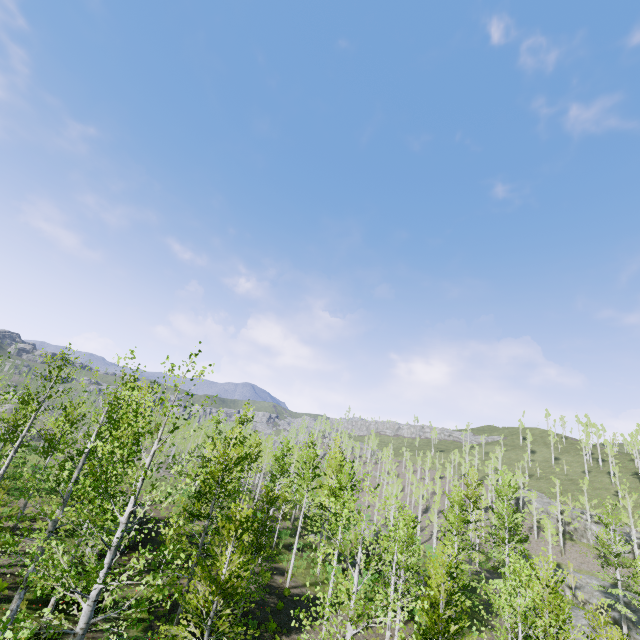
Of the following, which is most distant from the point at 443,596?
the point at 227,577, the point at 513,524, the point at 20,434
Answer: the point at 513,524

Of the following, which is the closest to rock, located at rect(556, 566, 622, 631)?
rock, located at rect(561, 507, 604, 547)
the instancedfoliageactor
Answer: the instancedfoliageactor

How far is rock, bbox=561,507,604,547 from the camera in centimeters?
4825cm

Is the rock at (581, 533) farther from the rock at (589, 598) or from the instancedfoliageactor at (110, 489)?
the instancedfoliageactor at (110, 489)

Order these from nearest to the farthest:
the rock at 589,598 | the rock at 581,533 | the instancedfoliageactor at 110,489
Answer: the instancedfoliageactor at 110,489
the rock at 589,598
the rock at 581,533

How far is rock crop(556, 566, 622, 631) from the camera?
34.05m

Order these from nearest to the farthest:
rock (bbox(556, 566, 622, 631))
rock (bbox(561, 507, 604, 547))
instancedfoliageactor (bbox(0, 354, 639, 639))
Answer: instancedfoliageactor (bbox(0, 354, 639, 639)) < rock (bbox(556, 566, 622, 631)) < rock (bbox(561, 507, 604, 547))
